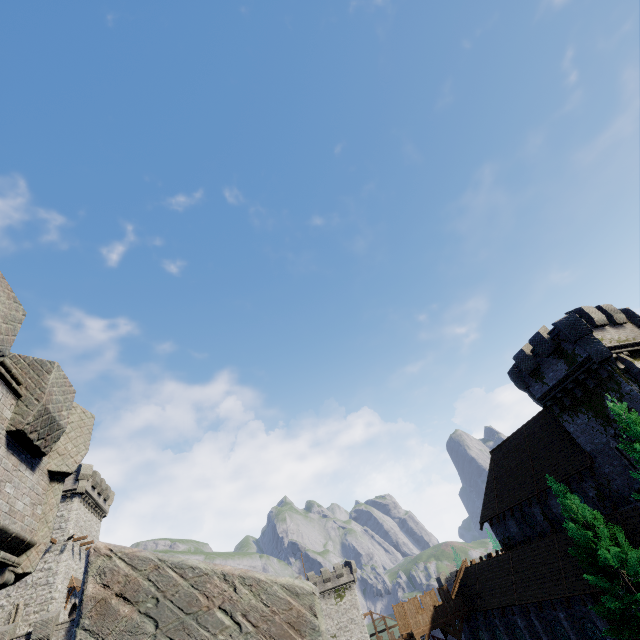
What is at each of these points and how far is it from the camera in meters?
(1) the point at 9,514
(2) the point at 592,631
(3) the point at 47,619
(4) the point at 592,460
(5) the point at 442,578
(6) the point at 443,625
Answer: (1) building tower, 6.6 m
(2) window glass, 21.3 m
(3) building tower, 26.4 m
(4) building, 23.0 m
(5) building, 57.4 m
(6) walkway, 29.8 m

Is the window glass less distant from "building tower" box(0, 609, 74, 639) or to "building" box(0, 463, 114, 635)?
"building tower" box(0, 609, 74, 639)

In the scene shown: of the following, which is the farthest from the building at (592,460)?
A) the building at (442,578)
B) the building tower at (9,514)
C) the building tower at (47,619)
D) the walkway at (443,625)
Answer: the building tower at (47,619)

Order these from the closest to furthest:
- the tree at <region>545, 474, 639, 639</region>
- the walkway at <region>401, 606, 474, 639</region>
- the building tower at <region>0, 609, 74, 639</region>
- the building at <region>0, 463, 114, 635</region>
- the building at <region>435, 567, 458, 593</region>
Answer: the tree at <region>545, 474, 639, 639</region> < the building tower at <region>0, 609, 74, 639</region> < the walkway at <region>401, 606, 474, 639</region> < the building at <region>0, 463, 114, 635</region> < the building at <region>435, 567, 458, 593</region>

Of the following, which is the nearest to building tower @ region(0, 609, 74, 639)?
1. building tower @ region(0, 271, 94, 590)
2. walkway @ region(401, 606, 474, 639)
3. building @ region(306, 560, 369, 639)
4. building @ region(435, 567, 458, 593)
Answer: building @ region(306, 560, 369, 639)

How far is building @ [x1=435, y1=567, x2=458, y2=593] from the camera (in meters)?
56.47

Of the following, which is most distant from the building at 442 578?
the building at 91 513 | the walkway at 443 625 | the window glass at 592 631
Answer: the building at 91 513

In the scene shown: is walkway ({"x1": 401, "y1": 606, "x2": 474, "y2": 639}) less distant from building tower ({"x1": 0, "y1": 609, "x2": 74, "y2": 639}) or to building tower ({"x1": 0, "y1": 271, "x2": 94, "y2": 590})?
building tower ({"x1": 0, "y1": 609, "x2": 74, "y2": 639})
